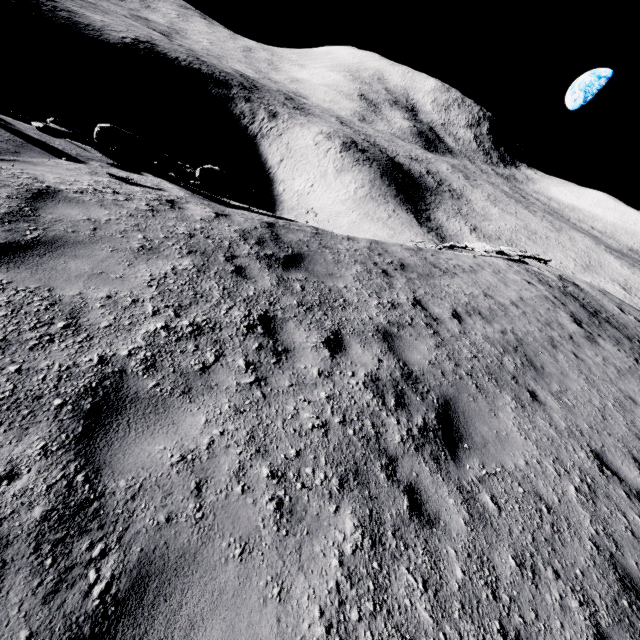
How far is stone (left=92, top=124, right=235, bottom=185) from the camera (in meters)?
8.62

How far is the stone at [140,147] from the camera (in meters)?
8.62

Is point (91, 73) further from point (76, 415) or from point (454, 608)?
point (454, 608)
